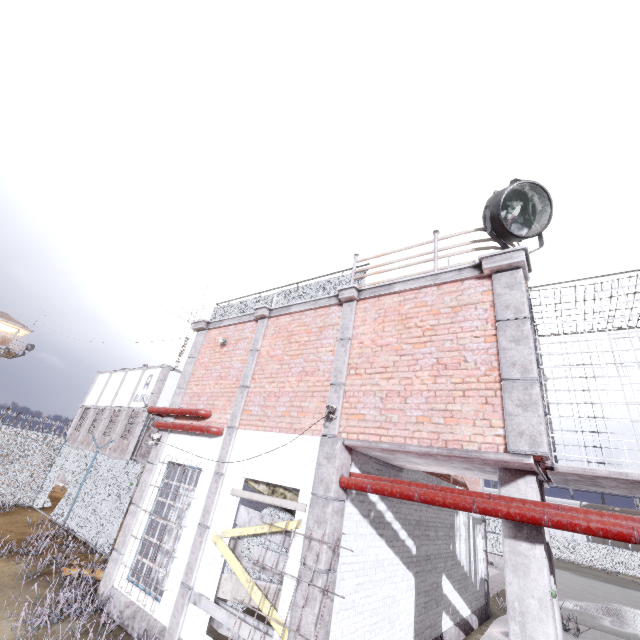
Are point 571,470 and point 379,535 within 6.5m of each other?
yes

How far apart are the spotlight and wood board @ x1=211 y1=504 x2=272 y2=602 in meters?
5.9 m

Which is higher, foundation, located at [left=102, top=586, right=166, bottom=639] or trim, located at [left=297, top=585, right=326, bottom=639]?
trim, located at [left=297, top=585, right=326, bottom=639]

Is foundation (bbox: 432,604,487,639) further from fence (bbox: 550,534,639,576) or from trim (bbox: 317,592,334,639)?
fence (bbox: 550,534,639,576)

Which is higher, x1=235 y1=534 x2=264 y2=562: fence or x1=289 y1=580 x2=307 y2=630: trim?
x1=235 y1=534 x2=264 y2=562: fence

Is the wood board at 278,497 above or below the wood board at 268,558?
above

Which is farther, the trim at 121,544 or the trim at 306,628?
the trim at 121,544

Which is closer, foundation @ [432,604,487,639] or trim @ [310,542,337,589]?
trim @ [310,542,337,589]
